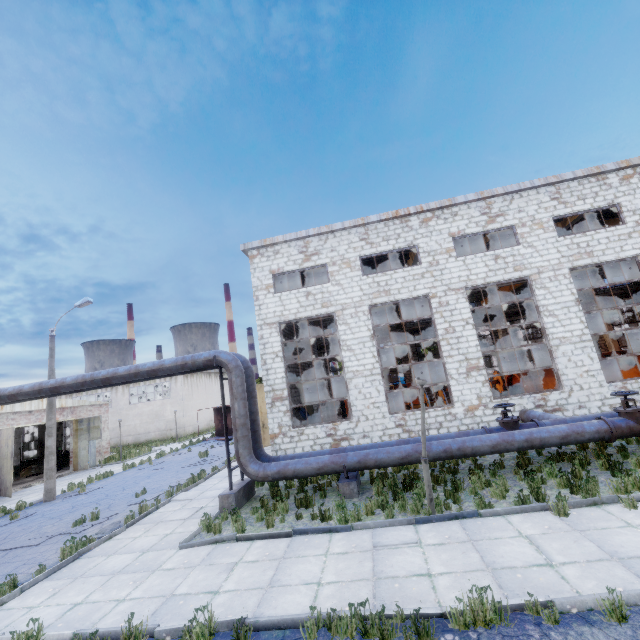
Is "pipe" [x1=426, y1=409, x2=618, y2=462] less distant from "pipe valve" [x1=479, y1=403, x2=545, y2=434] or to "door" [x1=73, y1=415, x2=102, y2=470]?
"pipe valve" [x1=479, y1=403, x2=545, y2=434]

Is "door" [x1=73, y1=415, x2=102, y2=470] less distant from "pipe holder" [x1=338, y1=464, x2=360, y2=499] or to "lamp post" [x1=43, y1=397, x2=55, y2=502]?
"lamp post" [x1=43, y1=397, x2=55, y2=502]

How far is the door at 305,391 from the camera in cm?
2603

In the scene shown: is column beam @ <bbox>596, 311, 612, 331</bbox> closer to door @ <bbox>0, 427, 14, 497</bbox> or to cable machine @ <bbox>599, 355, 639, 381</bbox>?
cable machine @ <bbox>599, 355, 639, 381</bbox>

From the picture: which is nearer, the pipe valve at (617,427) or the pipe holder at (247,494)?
the pipe valve at (617,427)

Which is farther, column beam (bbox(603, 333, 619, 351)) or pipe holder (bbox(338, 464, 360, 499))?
column beam (bbox(603, 333, 619, 351))

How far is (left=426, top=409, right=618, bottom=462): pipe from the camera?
9.28m

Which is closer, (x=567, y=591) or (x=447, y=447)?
(x=567, y=591)
